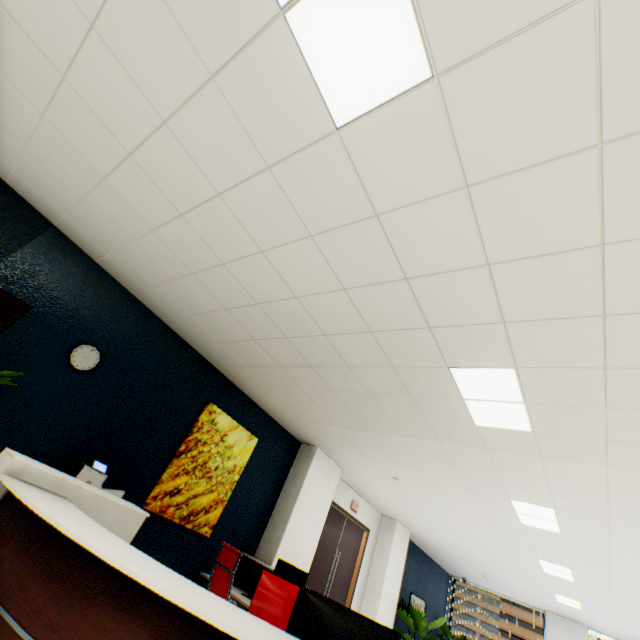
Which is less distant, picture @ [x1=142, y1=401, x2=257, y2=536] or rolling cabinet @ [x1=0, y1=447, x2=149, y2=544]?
rolling cabinet @ [x1=0, y1=447, x2=149, y2=544]

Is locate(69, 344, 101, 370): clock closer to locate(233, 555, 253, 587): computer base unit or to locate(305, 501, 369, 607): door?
locate(233, 555, 253, 587): computer base unit

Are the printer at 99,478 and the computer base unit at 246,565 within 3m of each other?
yes

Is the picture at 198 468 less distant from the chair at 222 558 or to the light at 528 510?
the chair at 222 558

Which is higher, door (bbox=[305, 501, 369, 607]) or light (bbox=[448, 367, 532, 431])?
light (bbox=[448, 367, 532, 431])

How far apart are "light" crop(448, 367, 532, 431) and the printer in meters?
3.5

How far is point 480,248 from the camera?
1.8 meters

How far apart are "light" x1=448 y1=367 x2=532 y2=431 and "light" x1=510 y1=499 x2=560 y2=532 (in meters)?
2.01
